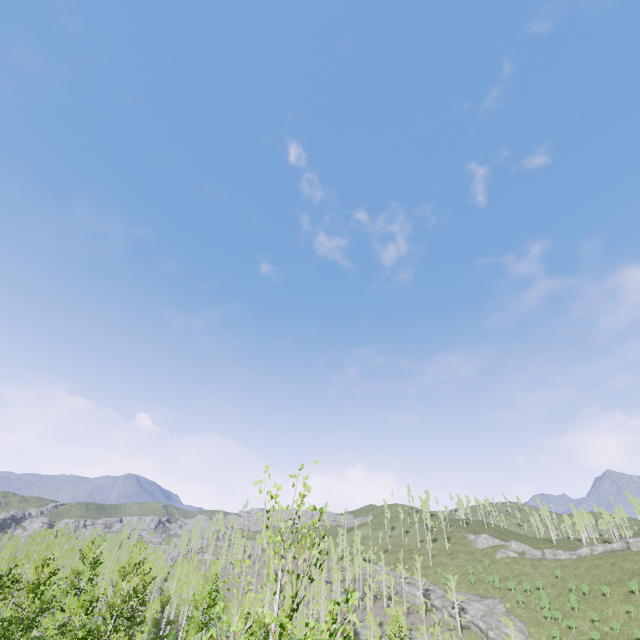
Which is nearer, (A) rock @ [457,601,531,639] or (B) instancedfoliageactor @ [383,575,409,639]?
(B) instancedfoliageactor @ [383,575,409,639]

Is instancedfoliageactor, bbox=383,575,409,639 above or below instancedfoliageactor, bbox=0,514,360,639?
below

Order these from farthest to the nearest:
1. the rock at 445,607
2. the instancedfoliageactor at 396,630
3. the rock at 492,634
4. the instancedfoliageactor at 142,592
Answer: the rock at 445,607 < the rock at 492,634 < the instancedfoliageactor at 396,630 < the instancedfoliageactor at 142,592

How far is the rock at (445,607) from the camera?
57.12m

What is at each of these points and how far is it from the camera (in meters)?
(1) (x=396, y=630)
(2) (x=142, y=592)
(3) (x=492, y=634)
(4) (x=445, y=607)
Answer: (1) instancedfoliageactor, 33.75
(2) instancedfoliageactor, 26.31
(3) rock, 50.41
(4) rock, 59.91

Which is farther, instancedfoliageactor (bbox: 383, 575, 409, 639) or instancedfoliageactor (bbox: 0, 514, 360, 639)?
instancedfoliageactor (bbox: 383, 575, 409, 639)

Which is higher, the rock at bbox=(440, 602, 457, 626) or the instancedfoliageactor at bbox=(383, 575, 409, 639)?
the rock at bbox=(440, 602, 457, 626)

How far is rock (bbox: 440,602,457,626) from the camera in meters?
57.1
